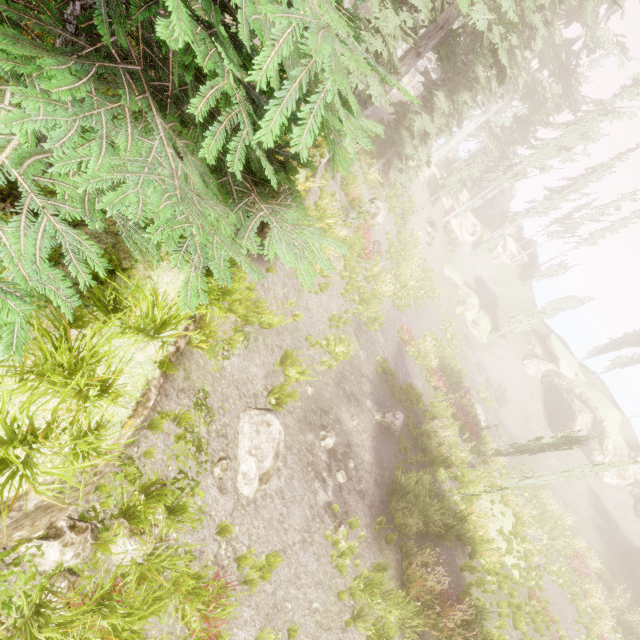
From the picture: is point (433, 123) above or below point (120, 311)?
above

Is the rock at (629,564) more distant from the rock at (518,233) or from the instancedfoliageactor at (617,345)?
the rock at (518,233)

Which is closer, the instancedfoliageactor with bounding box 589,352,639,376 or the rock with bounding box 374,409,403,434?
the rock with bounding box 374,409,403,434

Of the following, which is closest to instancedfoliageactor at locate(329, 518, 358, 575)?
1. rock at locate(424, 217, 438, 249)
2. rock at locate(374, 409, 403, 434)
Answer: rock at locate(374, 409, 403, 434)

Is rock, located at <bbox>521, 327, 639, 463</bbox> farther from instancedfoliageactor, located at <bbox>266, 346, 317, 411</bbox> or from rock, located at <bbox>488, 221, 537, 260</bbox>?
rock, located at <bbox>488, 221, 537, 260</bbox>

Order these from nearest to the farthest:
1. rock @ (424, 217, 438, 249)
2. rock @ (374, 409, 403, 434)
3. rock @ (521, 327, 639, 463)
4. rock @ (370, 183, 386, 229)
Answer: rock @ (374, 409, 403, 434) → rock @ (370, 183, 386, 229) → rock @ (521, 327, 639, 463) → rock @ (424, 217, 438, 249)

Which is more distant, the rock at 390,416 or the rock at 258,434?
the rock at 390,416

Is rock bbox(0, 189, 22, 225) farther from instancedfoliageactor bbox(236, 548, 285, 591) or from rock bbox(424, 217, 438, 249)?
rock bbox(424, 217, 438, 249)
